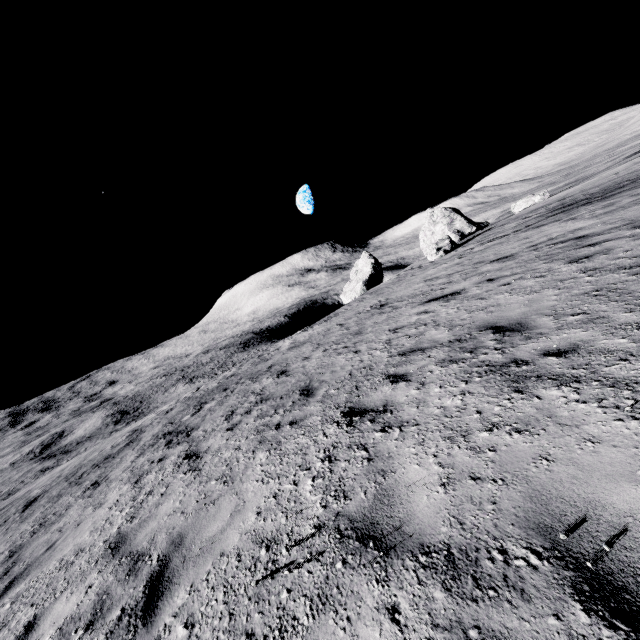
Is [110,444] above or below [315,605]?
below

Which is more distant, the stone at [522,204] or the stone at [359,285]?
the stone at [359,285]

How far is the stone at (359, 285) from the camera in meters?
42.2 m

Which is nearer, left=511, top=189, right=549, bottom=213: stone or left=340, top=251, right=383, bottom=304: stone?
left=511, top=189, right=549, bottom=213: stone

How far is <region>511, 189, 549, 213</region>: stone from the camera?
31.12m

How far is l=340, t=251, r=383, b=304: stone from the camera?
42.2 meters
